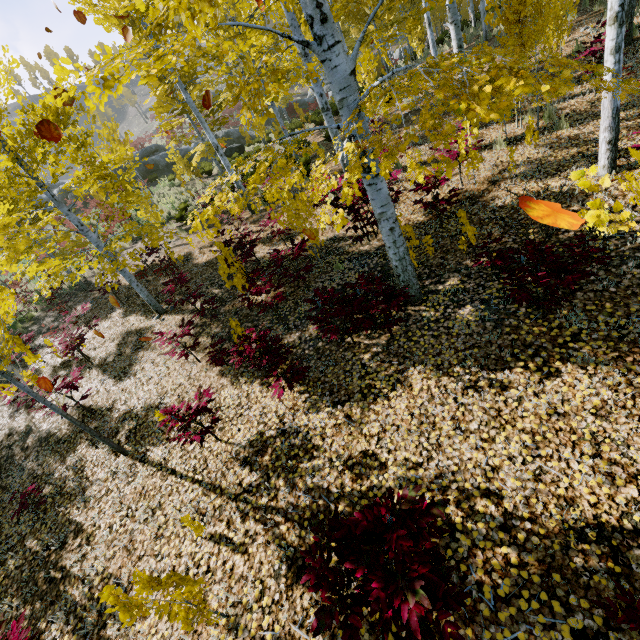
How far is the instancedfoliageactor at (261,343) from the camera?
4.8m

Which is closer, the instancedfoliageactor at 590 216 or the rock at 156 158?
the instancedfoliageactor at 590 216

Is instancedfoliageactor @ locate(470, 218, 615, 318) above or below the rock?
below

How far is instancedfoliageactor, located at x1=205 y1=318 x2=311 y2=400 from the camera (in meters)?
4.79

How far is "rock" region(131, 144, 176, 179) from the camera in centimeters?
2603cm

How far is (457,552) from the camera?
2.9m
